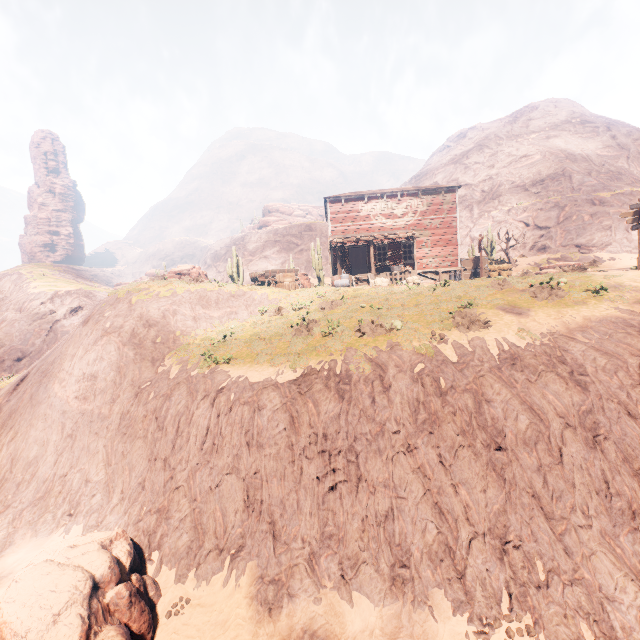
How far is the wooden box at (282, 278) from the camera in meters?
21.1

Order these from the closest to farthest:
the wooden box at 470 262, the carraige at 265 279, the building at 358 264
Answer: the carraige at 265 279
the building at 358 264
the wooden box at 470 262

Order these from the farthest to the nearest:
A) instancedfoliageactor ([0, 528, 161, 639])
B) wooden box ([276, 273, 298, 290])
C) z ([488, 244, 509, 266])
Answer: z ([488, 244, 509, 266]) → wooden box ([276, 273, 298, 290]) → instancedfoliageactor ([0, 528, 161, 639])

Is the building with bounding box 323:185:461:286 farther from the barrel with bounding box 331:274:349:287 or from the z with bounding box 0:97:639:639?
the barrel with bounding box 331:274:349:287

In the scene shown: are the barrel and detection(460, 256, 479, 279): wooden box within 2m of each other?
no

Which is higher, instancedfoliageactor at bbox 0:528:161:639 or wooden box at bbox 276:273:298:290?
wooden box at bbox 276:273:298:290

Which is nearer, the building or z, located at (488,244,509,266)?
the building

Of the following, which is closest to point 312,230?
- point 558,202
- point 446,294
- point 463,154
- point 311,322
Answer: point 463,154
